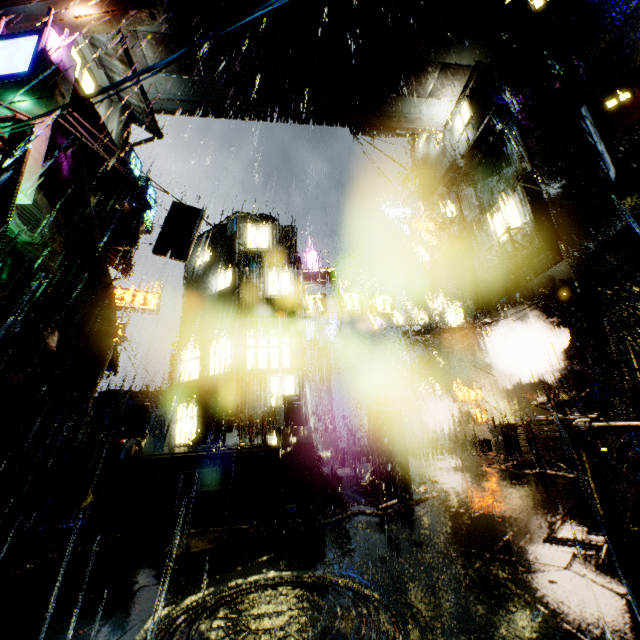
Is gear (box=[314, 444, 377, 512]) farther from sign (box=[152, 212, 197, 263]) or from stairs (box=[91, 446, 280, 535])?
sign (box=[152, 212, 197, 263])

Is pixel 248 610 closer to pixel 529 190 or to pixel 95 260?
pixel 95 260

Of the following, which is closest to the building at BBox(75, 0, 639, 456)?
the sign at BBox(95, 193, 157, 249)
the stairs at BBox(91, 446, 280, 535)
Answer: the sign at BBox(95, 193, 157, 249)

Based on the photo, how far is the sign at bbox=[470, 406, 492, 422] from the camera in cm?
2003

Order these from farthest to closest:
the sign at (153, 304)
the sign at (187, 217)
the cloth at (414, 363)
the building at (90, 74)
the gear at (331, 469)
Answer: the cloth at (414, 363)
the sign at (153, 304)
the sign at (187, 217)
the building at (90, 74)
the gear at (331, 469)

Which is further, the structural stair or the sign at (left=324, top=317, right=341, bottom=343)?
the sign at (left=324, top=317, right=341, bottom=343)

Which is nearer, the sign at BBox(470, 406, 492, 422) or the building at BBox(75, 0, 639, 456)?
the building at BBox(75, 0, 639, 456)

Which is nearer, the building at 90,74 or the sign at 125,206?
the building at 90,74
